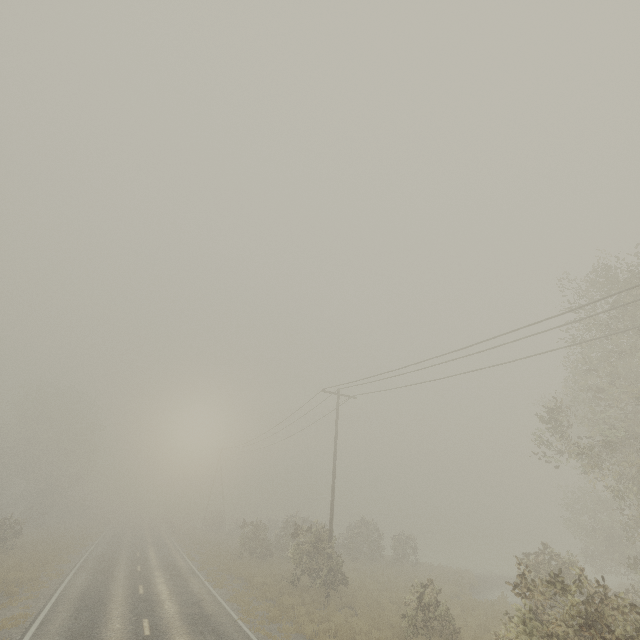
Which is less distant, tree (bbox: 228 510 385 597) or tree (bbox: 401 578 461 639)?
tree (bbox: 401 578 461 639)

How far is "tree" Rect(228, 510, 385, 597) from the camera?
18.6m

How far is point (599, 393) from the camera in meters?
14.7 m

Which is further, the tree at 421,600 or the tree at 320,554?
the tree at 320,554

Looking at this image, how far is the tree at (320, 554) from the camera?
18.6 meters
